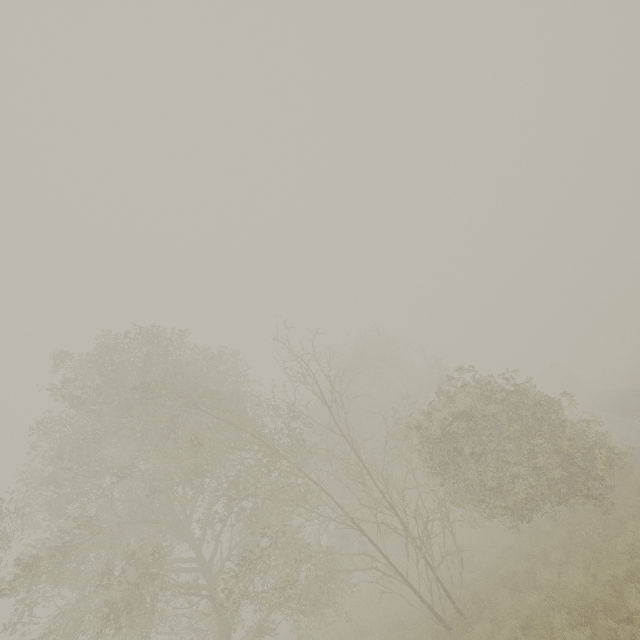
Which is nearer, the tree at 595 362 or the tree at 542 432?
the tree at 542 432

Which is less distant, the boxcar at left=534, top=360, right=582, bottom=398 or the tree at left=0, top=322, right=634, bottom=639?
the tree at left=0, top=322, right=634, bottom=639

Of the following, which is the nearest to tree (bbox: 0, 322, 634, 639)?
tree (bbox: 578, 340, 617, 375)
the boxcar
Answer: tree (bbox: 578, 340, 617, 375)

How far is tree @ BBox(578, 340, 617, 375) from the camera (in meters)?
55.56

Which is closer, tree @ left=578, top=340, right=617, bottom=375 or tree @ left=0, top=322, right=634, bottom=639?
tree @ left=0, top=322, right=634, bottom=639

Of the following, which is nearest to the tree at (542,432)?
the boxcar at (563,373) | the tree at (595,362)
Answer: the tree at (595,362)

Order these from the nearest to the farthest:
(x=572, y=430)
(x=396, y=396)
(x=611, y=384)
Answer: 1. (x=572, y=430)
2. (x=611, y=384)
3. (x=396, y=396)

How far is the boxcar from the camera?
41.50m
